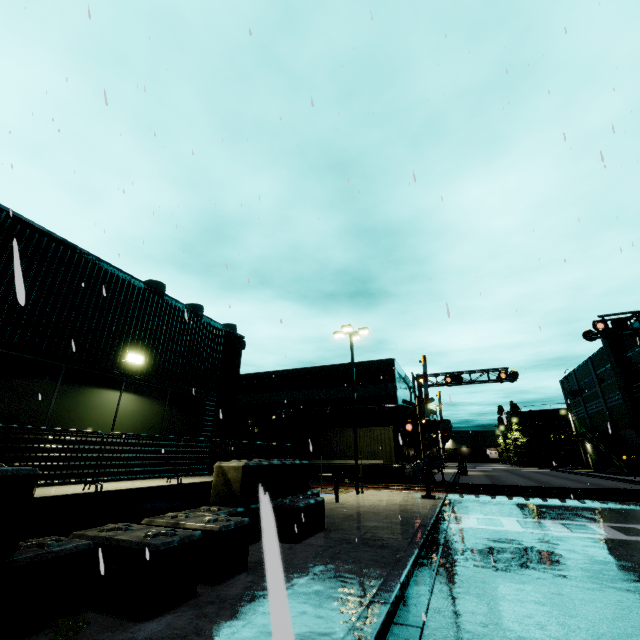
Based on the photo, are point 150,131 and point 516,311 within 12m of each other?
no

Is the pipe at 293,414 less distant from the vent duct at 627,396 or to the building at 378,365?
the building at 378,365

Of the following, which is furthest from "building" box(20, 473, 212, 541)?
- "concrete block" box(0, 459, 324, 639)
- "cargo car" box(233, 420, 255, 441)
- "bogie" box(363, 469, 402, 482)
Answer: "bogie" box(363, 469, 402, 482)

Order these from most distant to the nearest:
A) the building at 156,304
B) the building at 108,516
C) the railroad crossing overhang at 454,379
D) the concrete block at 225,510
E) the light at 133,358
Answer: the railroad crossing overhang at 454,379 < the light at 133,358 < the building at 156,304 < the building at 108,516 < the concrete block at 225,510

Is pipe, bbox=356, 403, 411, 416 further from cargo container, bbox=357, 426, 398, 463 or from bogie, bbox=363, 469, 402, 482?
bogie, bbox=363, 469, 402, 482

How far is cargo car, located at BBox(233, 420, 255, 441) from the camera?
29.8 meters

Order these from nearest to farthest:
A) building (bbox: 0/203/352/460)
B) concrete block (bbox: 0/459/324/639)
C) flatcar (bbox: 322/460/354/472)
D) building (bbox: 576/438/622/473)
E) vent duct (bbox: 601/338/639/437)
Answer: concrete block (bbox: 0/459/324/639) < building (bbox: 0/203/352/460) < flatcar (bbox: 322/460/354/472) < vent duct (bbox: 601/338/639/437) < building (bbox: 576/438/622/473)

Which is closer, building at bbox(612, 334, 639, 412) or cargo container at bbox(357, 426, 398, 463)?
cargo container at bbox(357, 426, 398, 463)
